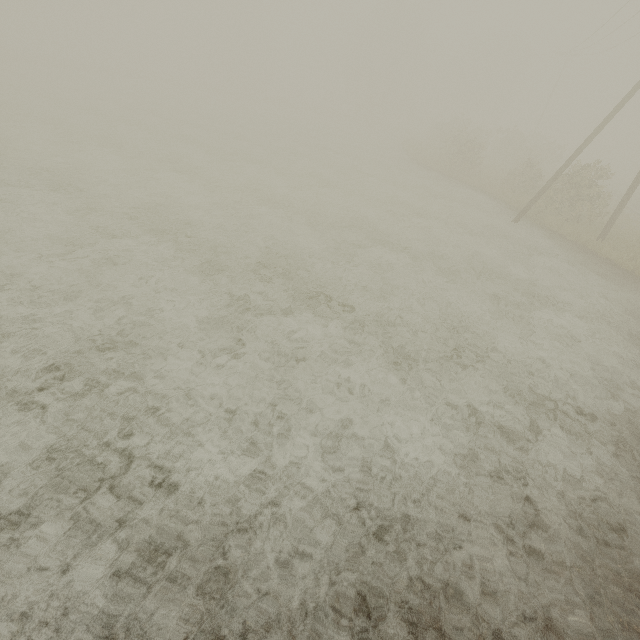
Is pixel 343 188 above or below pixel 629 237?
below
